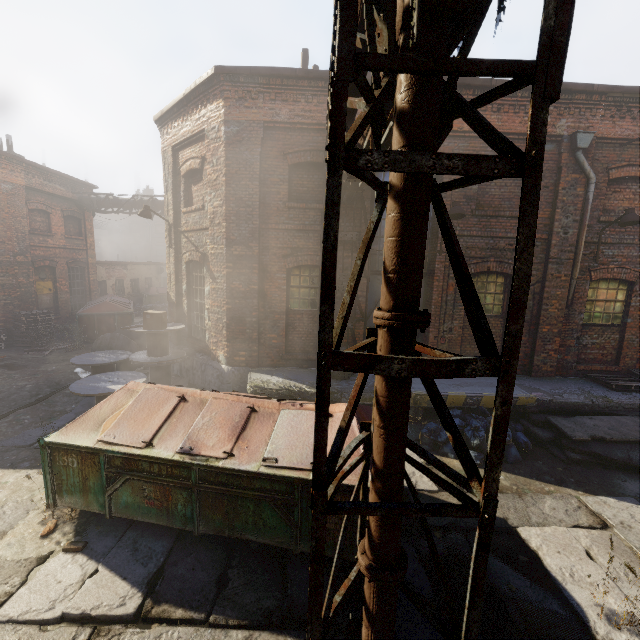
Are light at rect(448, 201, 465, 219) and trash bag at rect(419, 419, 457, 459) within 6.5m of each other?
yes

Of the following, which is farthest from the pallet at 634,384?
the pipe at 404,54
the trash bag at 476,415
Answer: the pipe at 404,54

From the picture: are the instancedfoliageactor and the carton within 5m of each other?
no

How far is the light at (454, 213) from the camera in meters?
7.6 m

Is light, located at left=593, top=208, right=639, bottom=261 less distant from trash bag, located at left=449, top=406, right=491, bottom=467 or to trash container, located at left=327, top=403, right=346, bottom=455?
trash bag, located at left=449, top=406, right=491, bottom=467

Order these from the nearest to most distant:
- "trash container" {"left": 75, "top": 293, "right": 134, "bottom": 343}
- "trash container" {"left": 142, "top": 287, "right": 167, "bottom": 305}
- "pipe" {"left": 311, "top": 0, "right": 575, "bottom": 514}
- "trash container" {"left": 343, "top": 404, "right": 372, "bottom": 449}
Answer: "pipe" {"left": 311, "top": 0, "right": 575, "bottom": 514} < "trash container" {"left": 343, "top": 404, "right": 372, "bottom": 449} < "trash container" {"left": 75, "top": 293, "right": 134, "bottom": 343} < "trash container" {"left": 142, "top": 287, "right": 167, "bottom": 305}

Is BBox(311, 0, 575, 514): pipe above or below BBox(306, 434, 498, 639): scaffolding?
above

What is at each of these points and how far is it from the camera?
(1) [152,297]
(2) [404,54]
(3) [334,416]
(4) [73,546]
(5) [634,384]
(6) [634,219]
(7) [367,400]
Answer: (1) trash container, 23.83m
(2) pipe, 2.35m
(3) trash container, 4.53m
(4) instancedfoliageactor, 4.27m
(5) pallet, 8.37m
(6) light, 7.65m
(7) building, 7.80m
